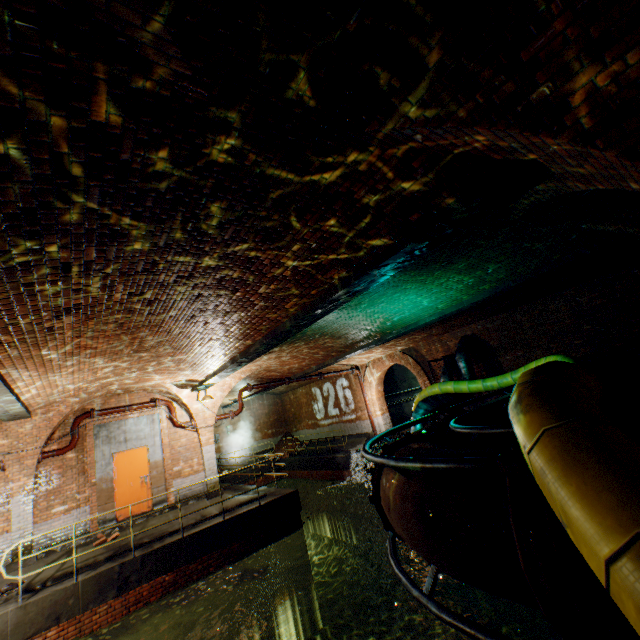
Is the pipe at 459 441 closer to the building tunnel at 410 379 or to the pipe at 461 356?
the pipe at 461 356

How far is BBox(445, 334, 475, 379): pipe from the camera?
12.5 meters

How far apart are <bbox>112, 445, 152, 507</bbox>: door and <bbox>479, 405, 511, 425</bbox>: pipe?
10.3 meters

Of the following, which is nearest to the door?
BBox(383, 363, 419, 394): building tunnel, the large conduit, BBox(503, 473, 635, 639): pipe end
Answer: the large conduit

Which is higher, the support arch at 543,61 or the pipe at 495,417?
the support arch at 543,61

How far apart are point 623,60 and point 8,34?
3.5 meters

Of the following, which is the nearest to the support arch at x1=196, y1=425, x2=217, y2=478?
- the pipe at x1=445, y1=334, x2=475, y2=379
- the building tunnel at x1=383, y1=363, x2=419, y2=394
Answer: the pipe at x1=445, y1=334, x2=475, y2=379

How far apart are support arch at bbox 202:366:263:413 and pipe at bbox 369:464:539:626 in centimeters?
863cm
